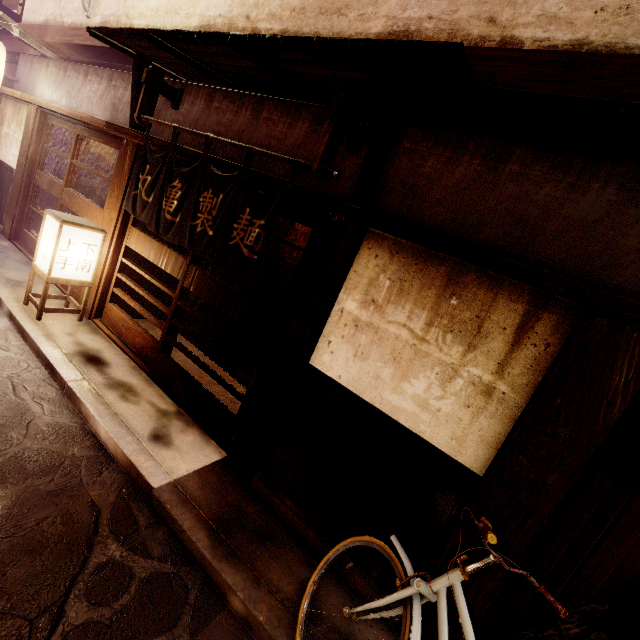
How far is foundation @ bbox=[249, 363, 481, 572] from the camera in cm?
461

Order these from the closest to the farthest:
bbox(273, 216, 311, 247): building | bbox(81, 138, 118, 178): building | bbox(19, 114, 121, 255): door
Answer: bbox(19, 114, 121, 255): door
bbox(81, 138, 118, 178): building
bbox(273, 216, 311, 247): building

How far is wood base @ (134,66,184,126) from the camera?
7.7 meters

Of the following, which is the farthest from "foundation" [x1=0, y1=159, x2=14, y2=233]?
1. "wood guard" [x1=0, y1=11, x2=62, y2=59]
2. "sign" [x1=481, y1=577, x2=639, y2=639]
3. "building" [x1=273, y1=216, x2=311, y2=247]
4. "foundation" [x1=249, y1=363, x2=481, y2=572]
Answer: "sign" [x1=481, y1=577, x2=639, y2=639]

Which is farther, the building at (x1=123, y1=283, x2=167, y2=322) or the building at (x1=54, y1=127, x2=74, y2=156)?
the building at (x1=54, y1=127, x2=74, y2=156)

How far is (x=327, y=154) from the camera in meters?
5.2

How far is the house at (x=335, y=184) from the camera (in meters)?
5.73

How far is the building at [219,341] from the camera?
11.1 meters
